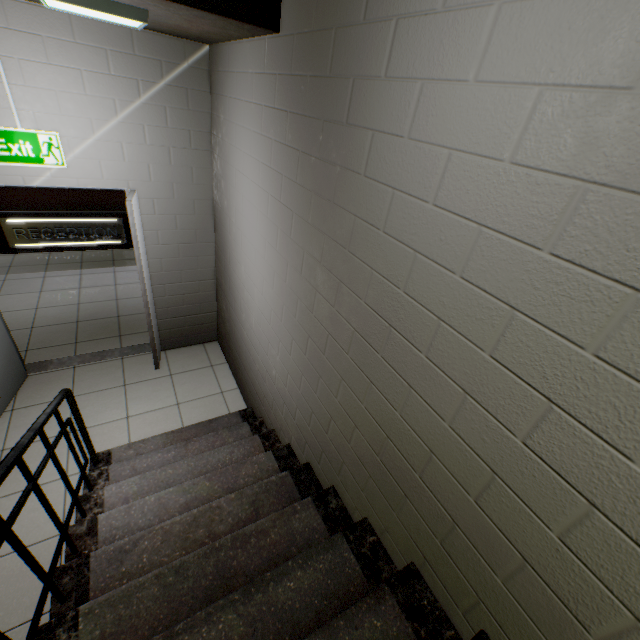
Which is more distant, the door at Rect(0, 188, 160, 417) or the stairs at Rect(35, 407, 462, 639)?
the door at Rect(0, 188, 160, 417)

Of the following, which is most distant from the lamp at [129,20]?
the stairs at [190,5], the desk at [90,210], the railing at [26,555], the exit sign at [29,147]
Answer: the desk at [90,210]

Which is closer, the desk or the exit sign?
the exit sign

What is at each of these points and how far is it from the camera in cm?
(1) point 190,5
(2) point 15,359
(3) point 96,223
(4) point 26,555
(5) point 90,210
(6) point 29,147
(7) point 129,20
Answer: (1) stairs, 153
(2) door, 343
(3) sign, 615
(4) railing, 127
(5) desk, 600
(6) exit sign, 264
(7) lamp, 189

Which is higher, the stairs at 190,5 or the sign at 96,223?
the stairs at 190,5

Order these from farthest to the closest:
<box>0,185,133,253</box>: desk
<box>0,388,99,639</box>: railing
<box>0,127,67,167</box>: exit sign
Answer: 1. <box>0,185,133,253</box>: desk
2. <box>0,127,67,167</box>: exit sign
3. <box>0,388,99,639</box>: railing

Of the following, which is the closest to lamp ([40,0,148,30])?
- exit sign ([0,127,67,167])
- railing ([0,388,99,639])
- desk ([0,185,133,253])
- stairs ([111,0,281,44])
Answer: stairs ([111,0,281,44])

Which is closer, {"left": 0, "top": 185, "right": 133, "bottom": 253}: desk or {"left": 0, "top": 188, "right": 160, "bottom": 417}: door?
{"left": 0, "top": 188, "right": 160, "bottom": 417}: door
